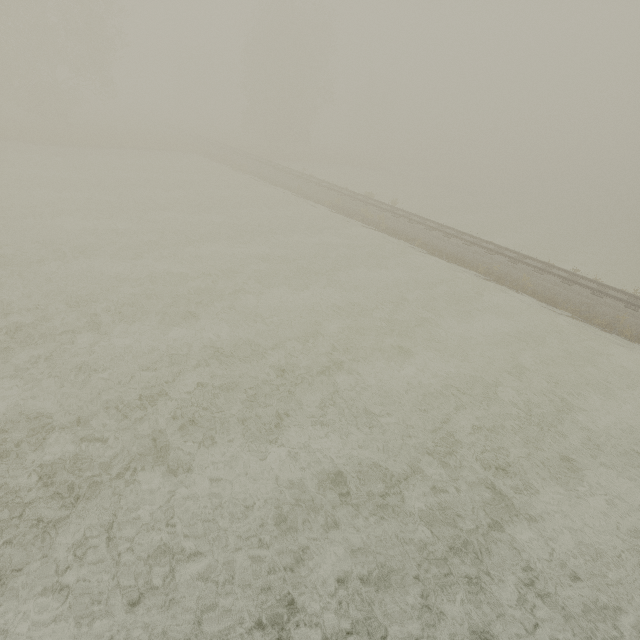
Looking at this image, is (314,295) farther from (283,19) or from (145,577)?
(283,19)
